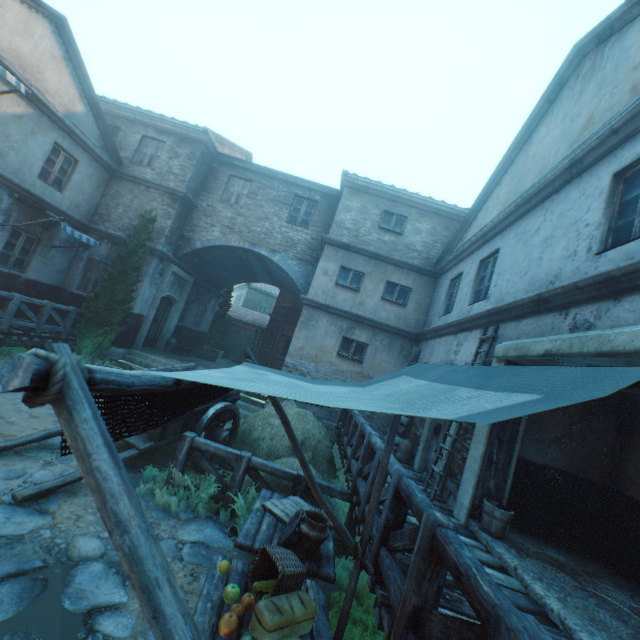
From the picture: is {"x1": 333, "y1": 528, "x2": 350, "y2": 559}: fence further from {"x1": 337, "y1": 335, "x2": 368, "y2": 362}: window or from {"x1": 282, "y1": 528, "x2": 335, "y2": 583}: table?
{"x1": 337, "y1": 335, "x2": 368, "y2": 362}: window

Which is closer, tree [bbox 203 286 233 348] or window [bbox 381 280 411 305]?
window [bbox 381 280 411 305]

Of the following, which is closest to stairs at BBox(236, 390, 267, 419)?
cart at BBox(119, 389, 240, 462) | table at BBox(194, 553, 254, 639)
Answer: cart at BBox(119, 389, 240, 462)

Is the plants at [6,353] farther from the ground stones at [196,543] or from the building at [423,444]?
the ground stones at [196,543]

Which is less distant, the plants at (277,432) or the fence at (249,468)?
the fence at (249,468)

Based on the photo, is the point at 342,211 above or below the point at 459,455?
above

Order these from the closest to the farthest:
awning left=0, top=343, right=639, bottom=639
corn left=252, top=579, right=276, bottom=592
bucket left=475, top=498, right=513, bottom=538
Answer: awning left=0, top=343, right=639, bottom=639 → corn left=252, top=579, right=276, bottom=592 → bucket left=475, top=498, right=513, bottom=538

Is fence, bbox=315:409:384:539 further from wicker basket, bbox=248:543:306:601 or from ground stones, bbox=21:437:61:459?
wicker basket, bbox=248:543:306:601
